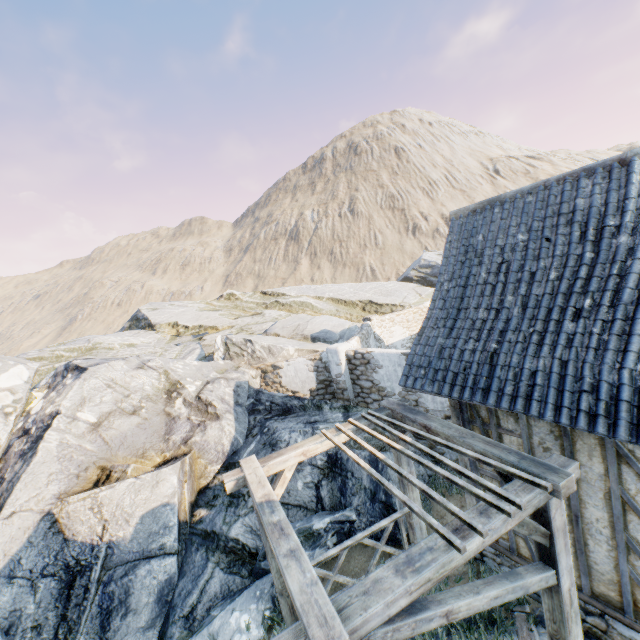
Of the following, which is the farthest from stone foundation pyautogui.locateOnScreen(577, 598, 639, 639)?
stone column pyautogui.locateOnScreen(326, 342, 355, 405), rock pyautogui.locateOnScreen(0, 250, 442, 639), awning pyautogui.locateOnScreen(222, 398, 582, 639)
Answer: stone column pyautogui.locateOnScreen(326, 342, 355, 405)

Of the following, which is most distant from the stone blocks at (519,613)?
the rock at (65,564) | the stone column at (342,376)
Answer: the stone column at (342,376)

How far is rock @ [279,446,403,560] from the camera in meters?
6.9 m

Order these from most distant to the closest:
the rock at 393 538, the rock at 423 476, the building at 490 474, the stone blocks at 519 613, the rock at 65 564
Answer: the rock at 423 476 → the rock at 393 538 → the rock at 65 564 → the building at 490 474 → the stone blocks at 519 613

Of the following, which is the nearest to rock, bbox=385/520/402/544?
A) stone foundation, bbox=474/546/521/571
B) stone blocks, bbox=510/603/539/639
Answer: stone blocks, bbox=510/603/539/639

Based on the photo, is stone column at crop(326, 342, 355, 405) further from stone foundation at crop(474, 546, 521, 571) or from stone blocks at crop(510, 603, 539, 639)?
stone blocks at crop(510, 603, 539, 639)

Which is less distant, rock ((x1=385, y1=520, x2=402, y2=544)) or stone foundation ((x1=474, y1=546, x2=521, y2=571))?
stone foundation ((x1=474, y1=546, x2=521, y2=571))

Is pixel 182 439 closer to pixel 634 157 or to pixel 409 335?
pixel 634 157
